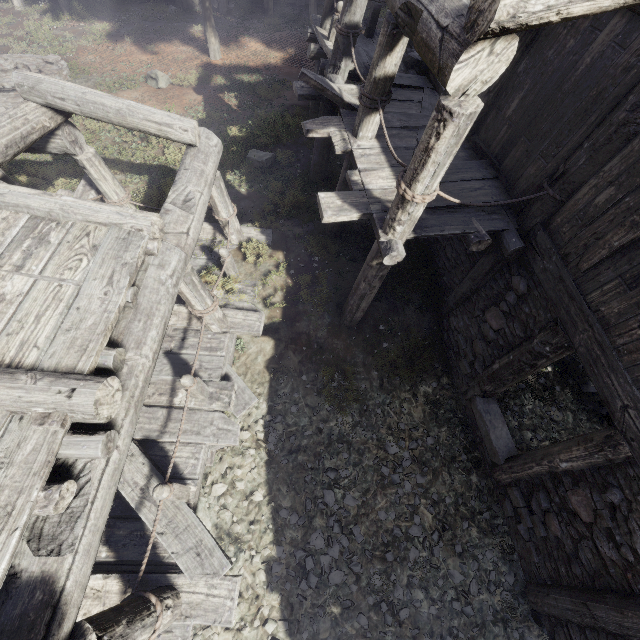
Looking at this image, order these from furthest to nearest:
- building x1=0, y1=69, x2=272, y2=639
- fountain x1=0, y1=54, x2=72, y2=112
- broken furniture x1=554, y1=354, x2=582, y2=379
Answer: fountain x1=0, y1=54, x2=72, y2=112, broken furniture x1=554, y1=354, x2=582, y2=379, building x1=0, y1=69, x2=272, y2=639

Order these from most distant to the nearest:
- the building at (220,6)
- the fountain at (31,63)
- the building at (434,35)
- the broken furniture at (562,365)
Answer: the building at (220,6), the fountain at (31,63), the broken furniture at (562,365), the building at (434,35)

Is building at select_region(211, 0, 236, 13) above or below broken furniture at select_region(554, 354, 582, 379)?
above

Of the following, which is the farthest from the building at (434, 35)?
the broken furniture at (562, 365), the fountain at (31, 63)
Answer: the fountain at (31, 63)

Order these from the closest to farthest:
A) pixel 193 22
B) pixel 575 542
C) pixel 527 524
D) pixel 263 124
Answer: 1. pixel 575 542
2. pixel 527 524
3. pixel 263 124
4. pixel 193 22

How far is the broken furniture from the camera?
7.2m

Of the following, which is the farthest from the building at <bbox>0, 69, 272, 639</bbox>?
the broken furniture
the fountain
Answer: the fountain

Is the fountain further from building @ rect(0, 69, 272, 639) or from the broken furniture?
the broken furniture
